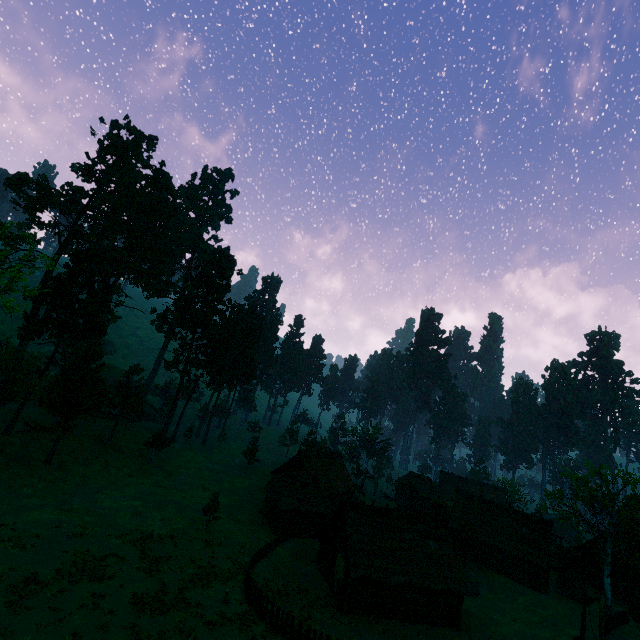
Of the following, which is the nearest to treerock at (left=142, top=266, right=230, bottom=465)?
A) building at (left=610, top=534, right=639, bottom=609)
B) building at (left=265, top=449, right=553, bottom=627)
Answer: building at (left=265, top=449, right=553, bottom=627)

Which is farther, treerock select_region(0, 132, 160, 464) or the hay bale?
the hay bale

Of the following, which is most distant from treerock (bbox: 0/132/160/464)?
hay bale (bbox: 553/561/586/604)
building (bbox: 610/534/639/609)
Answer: hay bale (bbox: 553/561/586/604)

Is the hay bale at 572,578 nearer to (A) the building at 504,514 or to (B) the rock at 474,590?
(A) the building at 504,514

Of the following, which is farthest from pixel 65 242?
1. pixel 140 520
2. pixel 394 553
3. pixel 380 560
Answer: pixel 394 553

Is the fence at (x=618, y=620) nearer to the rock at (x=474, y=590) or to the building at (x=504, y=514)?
the building at (x=504, y=514)

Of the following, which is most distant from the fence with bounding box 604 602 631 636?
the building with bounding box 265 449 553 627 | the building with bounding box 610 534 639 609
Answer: the building with bounding box 265 449 553 627

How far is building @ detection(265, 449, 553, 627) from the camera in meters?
29.4 m
